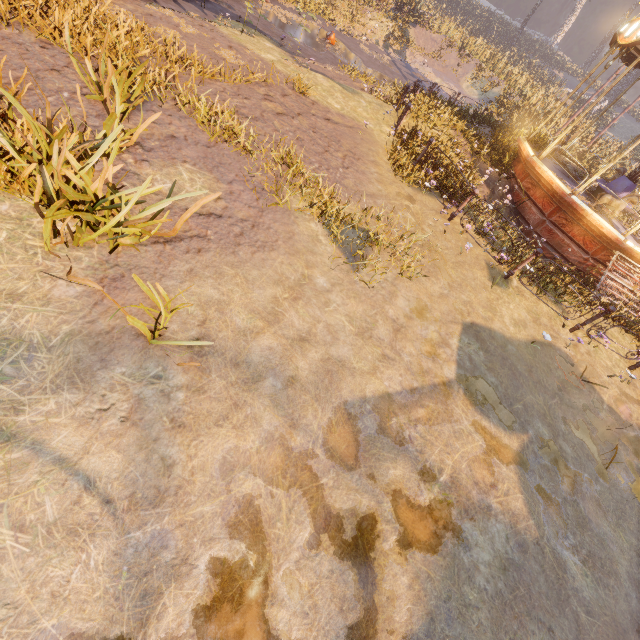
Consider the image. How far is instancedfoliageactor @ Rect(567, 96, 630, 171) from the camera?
18.4m

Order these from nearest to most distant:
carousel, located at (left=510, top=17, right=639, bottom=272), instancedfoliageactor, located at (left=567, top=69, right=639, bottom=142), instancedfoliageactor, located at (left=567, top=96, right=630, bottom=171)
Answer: carousel, located at (left=510, top=17, right=639, bottom=272) < instancedfoliageactor, located at (left=567, top=96, right=630, bottom=171) < instancedfoliageactor, located at (left=567, top=69, right=639, bottom=142)

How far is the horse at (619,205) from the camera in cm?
992

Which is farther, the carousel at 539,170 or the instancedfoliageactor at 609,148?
the instancedfoliageactor at 609,148

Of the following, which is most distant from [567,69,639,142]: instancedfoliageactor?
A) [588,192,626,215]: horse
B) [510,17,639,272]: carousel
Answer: [588,192,626,215]: horse

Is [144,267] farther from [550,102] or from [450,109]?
Answer: [550,102]

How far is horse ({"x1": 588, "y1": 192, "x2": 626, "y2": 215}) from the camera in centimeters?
992cm
